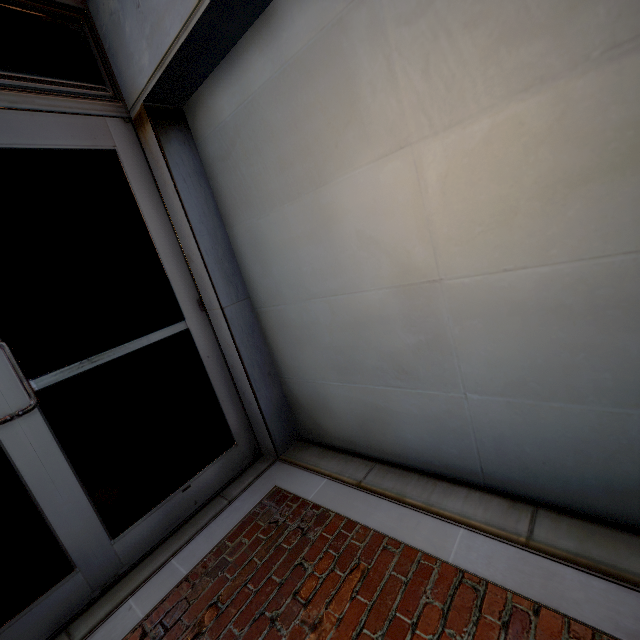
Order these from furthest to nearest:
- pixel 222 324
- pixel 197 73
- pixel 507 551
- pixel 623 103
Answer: pixel 222 324
pixel 197 73
pixel 507 551
pixel 623 103
